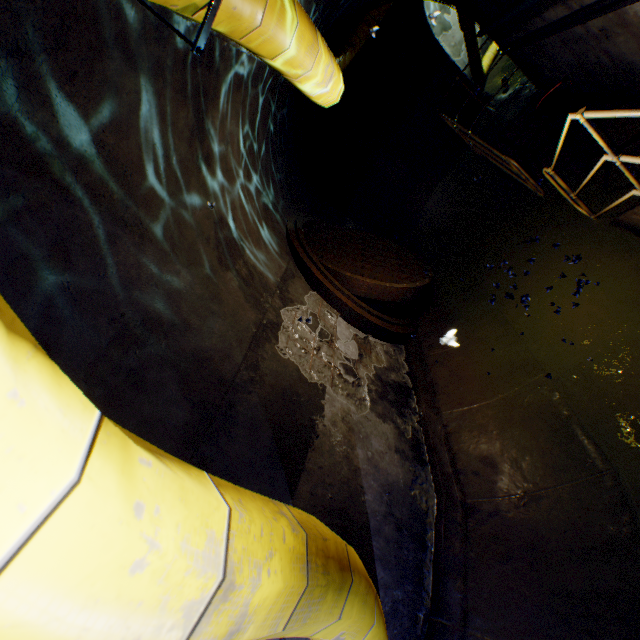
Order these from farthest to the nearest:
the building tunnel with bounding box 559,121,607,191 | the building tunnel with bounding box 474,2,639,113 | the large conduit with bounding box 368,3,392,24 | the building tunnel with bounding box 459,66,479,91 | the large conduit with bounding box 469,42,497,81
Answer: the large conduit with bounding box 469,42,497,81 < the building tunnel with bounding box 459,66,479,91 < the large conduit with bounding box 368,3,392,24 < the building tunnel with bounding box 559,121,607,191 < the building tunnel with bounding box 474,2,639,113

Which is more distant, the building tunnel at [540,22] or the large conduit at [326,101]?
the building tunnel at [540,22]

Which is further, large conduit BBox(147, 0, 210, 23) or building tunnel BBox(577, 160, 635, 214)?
building tunnel BBox(577, 160, 635, 214)

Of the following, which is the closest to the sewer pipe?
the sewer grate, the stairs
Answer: the sewer grate

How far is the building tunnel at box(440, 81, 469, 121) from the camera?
10.2m

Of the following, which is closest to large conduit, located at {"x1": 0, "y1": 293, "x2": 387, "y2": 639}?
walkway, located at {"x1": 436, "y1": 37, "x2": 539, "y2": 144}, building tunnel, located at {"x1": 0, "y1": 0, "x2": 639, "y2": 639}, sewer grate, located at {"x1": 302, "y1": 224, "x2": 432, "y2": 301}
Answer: building tunnel, located at {"x1": 0, "y1": 0, "x2": 639, "y2": 639}

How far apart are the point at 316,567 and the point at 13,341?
1.22m
